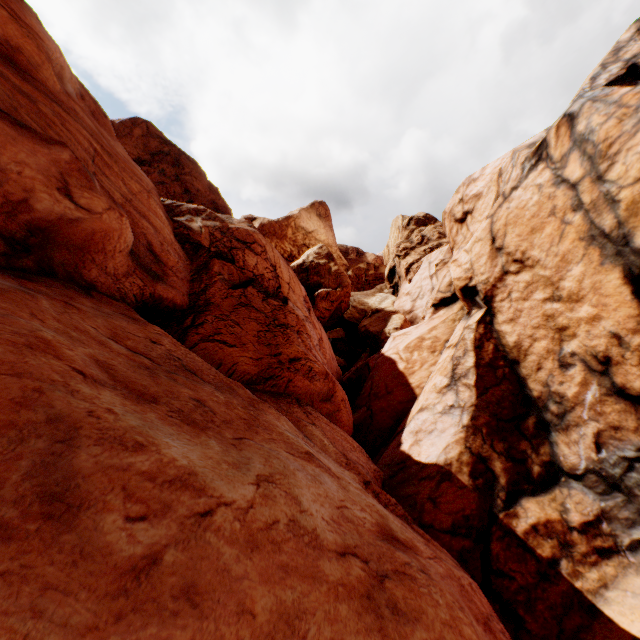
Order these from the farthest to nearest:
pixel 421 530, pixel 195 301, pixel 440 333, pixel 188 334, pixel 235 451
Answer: pixel 440 333 → pixel 195 301 → pixel 188 334 → pixel 421 530 → pixel 235 451
